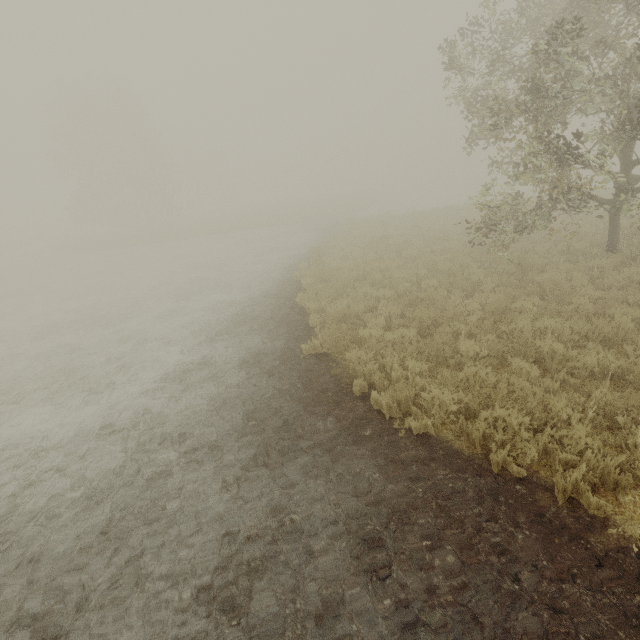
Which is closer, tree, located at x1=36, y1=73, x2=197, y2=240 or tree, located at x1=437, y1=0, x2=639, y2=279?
tree, located at x1=437, y1=0, x2=639, y2=279

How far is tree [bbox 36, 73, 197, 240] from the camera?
34.19m

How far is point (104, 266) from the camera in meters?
24.8 m

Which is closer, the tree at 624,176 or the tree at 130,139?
the tree at 624,176

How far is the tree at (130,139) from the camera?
34.2 meters
